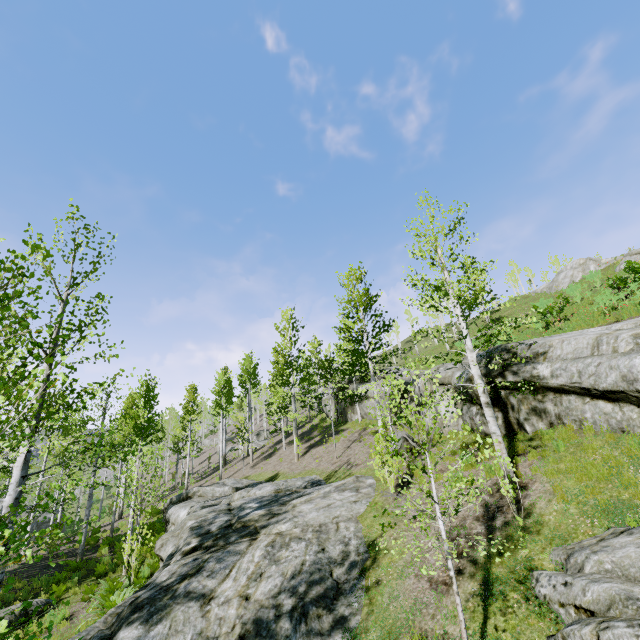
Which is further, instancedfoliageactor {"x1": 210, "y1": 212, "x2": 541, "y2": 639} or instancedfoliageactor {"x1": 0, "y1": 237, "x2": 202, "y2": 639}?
instancedfoliageactor {"x1": 210, "y1": 212, "x2": 541, "y2": 639}

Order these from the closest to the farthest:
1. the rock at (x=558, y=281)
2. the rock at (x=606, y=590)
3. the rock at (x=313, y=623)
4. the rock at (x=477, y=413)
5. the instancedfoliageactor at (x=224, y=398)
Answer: the rock at (x=606, y=590) < the instancedfoliageactor at (x=224, y=398) < the rock at (x=313, y=623) < the rock at (x=477, y=413) < the rock at (x=558, y=281)

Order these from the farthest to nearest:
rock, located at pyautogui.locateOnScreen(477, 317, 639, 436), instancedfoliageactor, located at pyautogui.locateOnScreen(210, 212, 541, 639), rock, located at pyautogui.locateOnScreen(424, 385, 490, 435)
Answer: rock, located at pyautogui.locateOnScreen(424, 385, 490, 435), rock, located at pyautogui.locateOnScreen(477, 317, 639, 436), instancedfoliageactor, located at pyautogui.locateOnScreen(210, 212, 541, 639)

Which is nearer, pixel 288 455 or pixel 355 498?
pixel 355 498

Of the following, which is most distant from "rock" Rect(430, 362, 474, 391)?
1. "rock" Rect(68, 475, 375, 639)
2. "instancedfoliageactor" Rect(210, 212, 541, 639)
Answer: "instancedfoliageactor" Rect(210, 212, 541, 639)

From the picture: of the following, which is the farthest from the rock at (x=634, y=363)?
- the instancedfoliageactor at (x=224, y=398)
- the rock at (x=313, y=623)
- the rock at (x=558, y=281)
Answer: the rock at (x=558, y=281)

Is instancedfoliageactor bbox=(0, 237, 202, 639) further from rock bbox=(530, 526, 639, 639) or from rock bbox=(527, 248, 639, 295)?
rock bbox=(527, 248, 639, 295)

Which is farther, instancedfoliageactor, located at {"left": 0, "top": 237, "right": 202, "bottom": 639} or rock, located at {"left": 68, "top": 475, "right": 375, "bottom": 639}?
rock, located at {"left": 68, "top": 475, "right": 375, "bottom": 639}
